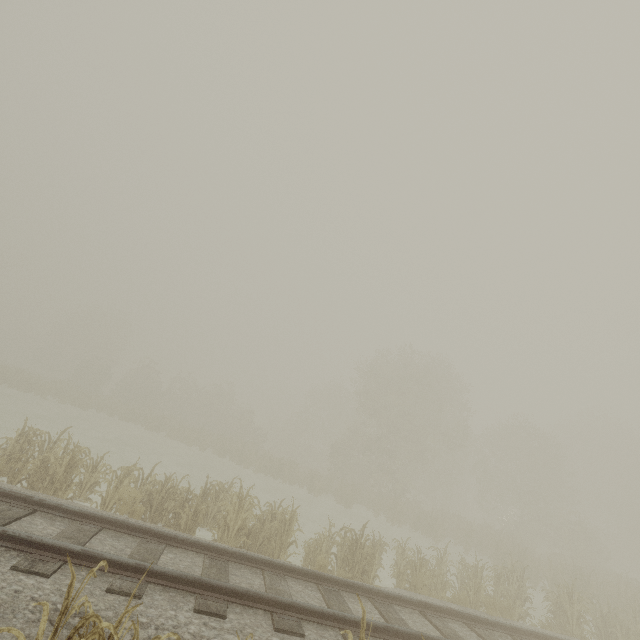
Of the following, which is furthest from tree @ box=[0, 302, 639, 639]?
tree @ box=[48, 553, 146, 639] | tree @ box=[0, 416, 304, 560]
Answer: tree @ box=[48, 553, 146, 639]

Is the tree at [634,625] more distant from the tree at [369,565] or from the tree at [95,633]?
the tree at [95,633]

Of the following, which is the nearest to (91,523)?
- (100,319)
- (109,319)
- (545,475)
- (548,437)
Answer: (545,475)

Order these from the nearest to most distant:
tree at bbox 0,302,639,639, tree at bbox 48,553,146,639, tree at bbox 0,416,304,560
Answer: tree at bbox 48,553,146,639 < tree at bbox 0,416,304,560 < tree at bbox 0,302,639,639

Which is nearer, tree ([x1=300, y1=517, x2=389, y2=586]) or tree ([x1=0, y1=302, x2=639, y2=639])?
tree ([x1=300, y1=517, x2=389, y2=586])

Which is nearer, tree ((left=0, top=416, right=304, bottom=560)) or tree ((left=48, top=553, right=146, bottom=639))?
tree ((left=48, top=553, right=146, bottom=639))

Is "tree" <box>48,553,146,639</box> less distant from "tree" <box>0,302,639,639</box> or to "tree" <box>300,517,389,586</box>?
"tree" <box>300,517,389,586</box>
